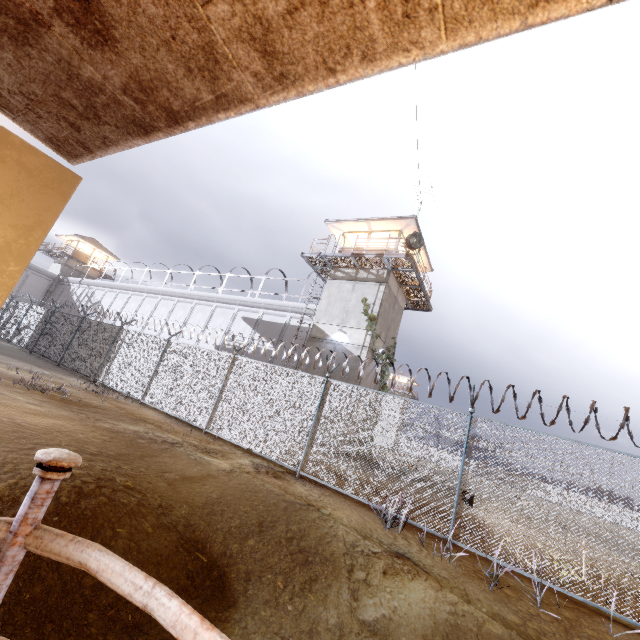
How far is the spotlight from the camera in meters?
17.0

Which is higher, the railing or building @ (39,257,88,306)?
building @ (39,257,88,306)

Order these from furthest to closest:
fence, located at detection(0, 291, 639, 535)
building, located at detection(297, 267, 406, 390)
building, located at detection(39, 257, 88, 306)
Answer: building, located at detection(39, 257, 88, 306), building, located at detection(297, 267, 406, 390), fence, located at detection(0, 291, 639, 535)

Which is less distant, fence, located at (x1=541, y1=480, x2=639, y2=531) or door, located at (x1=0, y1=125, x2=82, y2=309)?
door, located at (x1=0, y1=125, x2=82, y2=309)

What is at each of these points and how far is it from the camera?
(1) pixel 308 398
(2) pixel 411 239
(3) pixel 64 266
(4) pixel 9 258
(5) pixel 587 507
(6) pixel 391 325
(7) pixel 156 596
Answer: (1) fence, 9.77m
(2) spotlight, 17.36m
(3) building, 41.78m
(4) door, 0.84m
(5) fence, 57.03m
(6) building, 20.12m
(7) railing, 0.92m

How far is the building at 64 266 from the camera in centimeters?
4089cm

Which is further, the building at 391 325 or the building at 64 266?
the building at 64 266

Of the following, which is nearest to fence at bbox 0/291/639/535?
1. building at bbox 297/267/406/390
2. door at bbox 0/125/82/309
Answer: building at bbox 297/267/406/390
